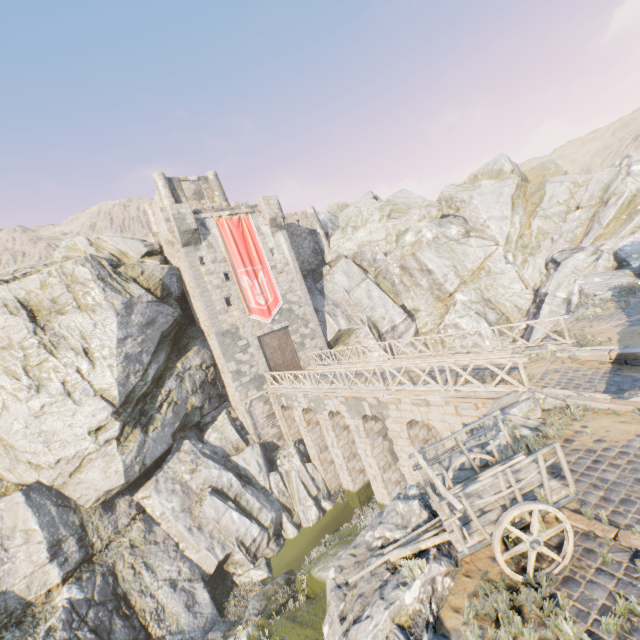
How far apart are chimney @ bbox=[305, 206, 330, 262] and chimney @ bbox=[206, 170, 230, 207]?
7.3 meters

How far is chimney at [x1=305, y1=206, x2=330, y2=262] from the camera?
33.47m

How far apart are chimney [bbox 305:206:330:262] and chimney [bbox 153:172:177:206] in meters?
11.9 m

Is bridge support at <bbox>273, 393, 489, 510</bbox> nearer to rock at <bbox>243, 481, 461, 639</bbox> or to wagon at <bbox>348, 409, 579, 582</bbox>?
rock at <bbox>243, 481, 461, 639</bbox>

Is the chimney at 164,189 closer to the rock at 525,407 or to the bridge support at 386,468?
the rock at 525,407

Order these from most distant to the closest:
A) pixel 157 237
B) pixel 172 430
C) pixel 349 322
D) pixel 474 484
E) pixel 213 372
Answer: pixel 349 322
pixel 157 237
pixel 213 372
pixel 172 430
pixel 474 484

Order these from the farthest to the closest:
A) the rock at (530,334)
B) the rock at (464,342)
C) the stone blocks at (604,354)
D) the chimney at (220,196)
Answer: the chimney at (220,196)
the rock at (464,342)
the rock at (530,334)
the stone blocks at (604,354)

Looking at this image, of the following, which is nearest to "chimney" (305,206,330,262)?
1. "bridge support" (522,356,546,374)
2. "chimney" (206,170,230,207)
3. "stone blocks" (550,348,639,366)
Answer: "chimney" (206,170,230,207)
